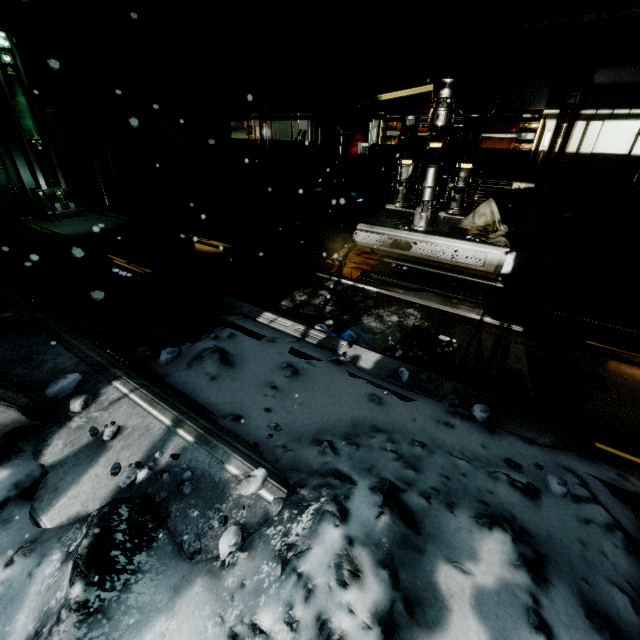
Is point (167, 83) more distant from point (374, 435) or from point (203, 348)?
point (374, 435)

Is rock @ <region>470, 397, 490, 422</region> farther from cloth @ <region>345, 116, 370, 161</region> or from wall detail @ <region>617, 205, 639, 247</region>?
cloth @ <region>345, 116, 370, 161</region>

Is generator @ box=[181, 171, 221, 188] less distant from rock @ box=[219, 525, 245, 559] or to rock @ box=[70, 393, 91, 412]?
rock @ box=[70, 393, 91, 412]

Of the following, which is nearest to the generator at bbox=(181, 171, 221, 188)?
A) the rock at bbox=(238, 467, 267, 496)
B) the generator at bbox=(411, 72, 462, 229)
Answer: the generator at bbox=(411, 72, 462, 229)

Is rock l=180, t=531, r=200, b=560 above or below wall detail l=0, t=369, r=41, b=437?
below

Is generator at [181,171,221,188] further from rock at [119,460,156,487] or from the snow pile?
rock at [119,460,156,487]

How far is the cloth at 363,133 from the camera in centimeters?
918cm

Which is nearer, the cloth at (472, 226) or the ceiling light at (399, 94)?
the cloth at (472, 226)
